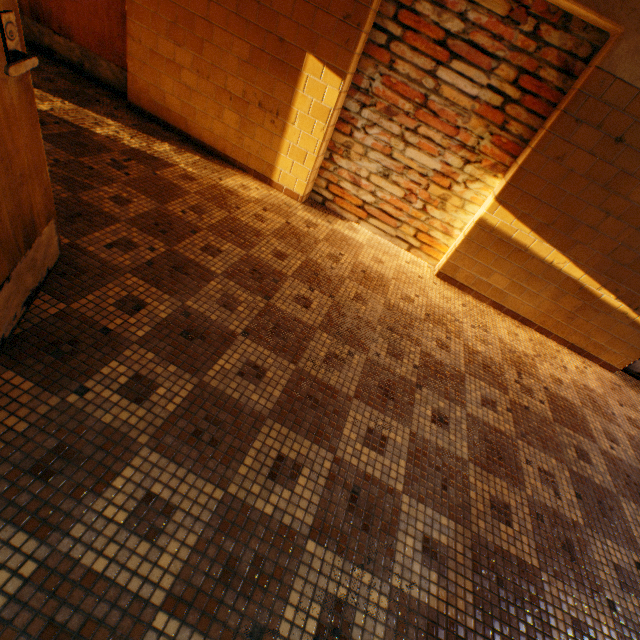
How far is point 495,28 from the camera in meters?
2.6
